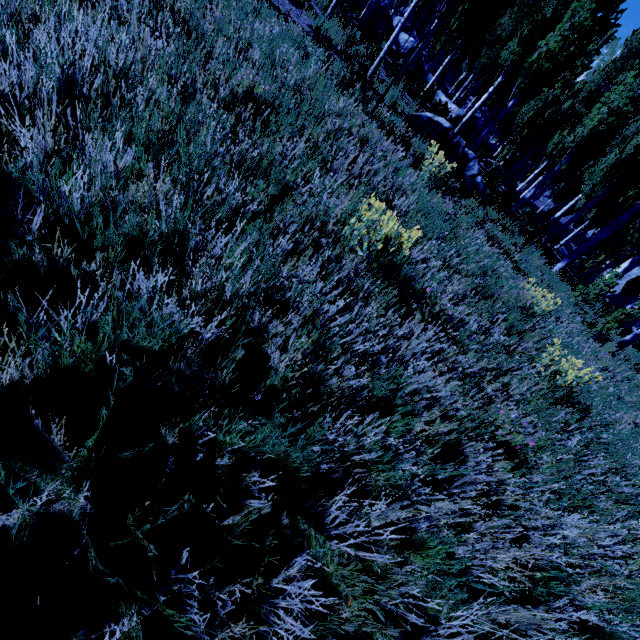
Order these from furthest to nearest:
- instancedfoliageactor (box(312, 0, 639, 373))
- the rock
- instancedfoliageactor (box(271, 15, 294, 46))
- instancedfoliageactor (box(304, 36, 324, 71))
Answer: the rock, instancedfoliageactor (box(312, 0, 639, 373)), instancedfoliageactor (box(304, 36, 324, 71)), instancedfoliageactor (box(271, 15, 294, 46))

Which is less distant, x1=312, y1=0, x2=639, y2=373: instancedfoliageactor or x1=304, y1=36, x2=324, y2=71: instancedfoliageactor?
x1=304, y1=36, x2=324, y2=71: instancedfoliageactor

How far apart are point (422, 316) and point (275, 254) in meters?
1.8

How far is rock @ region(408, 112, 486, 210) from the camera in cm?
896

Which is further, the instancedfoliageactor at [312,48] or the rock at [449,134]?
the rock at [449,134]

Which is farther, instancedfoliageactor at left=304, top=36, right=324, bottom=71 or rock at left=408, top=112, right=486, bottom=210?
rock at left=408, top=112, right=486, bottom=210

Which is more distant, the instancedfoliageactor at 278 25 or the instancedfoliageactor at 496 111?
the instancedfoliageactor at 496 111
